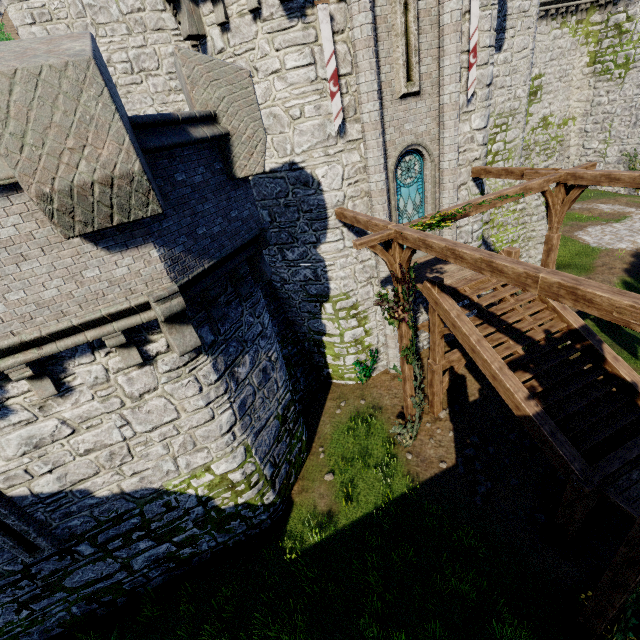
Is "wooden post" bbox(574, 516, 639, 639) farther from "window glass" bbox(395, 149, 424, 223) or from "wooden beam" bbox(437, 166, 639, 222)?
"window glass" bbox(395, 149, 424, 223)

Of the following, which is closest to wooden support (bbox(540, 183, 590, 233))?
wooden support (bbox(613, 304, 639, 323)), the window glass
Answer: the window glass

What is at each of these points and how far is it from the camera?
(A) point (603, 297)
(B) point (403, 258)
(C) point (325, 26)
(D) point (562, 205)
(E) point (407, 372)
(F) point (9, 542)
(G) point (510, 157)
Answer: (A) wooden beam, 4.1m
(B) wooden support, 8.1m
(C) flag, 8.4m
(D) wooden support, 9.7m
(E) wooden post, 10.2m
(F) window slit, 6.8m
(G) building tower, 16.8m

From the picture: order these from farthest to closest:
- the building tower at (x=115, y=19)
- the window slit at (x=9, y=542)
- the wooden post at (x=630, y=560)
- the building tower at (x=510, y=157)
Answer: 1. the building tower at (x=510, y=157)
2. the building tower at (x=115, y=19)
3. the window slit at (x=9, y=542)
4. the wooden post at (x=630, y=560)

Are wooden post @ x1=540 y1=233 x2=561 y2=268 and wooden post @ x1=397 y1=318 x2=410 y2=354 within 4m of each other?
no

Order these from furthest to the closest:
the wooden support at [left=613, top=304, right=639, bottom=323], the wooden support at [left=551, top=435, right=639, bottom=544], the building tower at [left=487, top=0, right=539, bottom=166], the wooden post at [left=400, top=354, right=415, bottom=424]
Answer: the building tower at [left=487, top=0, right=539, bottom=166] < the wooden post at [left=400, top=354, right=415, bottom=424] < the wooden support at [left=551, top=435, right=639, bottom=544] < the wooden support at [left=613, top=304, right=639, bottom=323]

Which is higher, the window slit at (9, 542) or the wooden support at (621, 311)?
the wooden support at (621, 311)

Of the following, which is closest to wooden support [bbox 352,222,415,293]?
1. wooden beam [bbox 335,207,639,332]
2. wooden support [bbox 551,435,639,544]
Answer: wooden beam [bbox 335,207,639,332]
